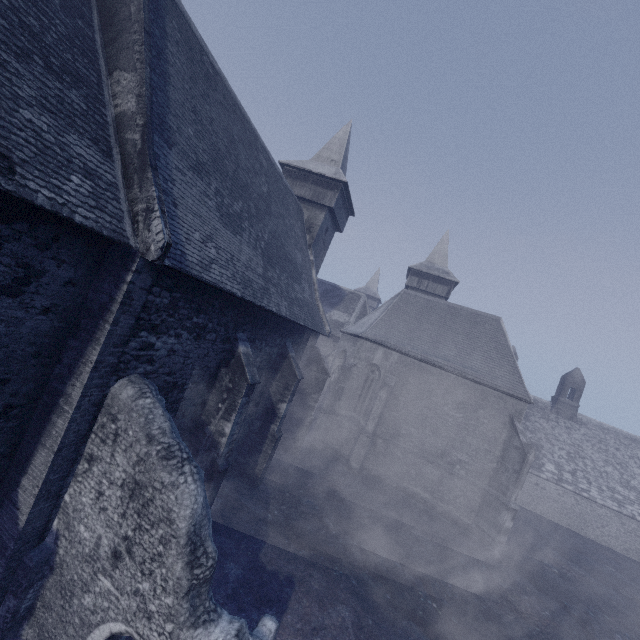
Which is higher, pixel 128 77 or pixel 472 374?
pixel 128 77
